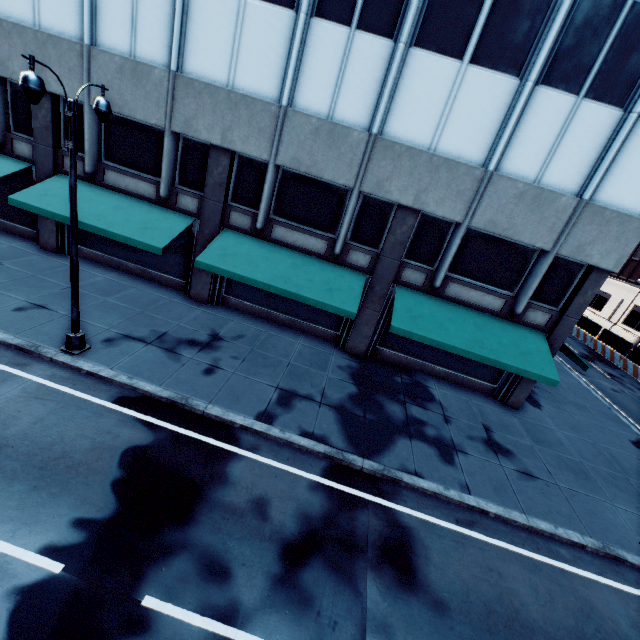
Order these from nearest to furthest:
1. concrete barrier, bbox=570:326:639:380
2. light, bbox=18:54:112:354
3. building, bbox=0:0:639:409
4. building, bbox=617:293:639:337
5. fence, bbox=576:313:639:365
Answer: light, bbox=18:54:112:354 → building, bbox=0:0:639:409 → concrete barrier, bbox=570:326:639:380 → fence, bbox=576:313:639:365 → building, bbox=617:293:639:337

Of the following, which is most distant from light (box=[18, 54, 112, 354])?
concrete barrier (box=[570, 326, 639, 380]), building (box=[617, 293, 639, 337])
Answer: building (box=[617, 293, 639, 337])

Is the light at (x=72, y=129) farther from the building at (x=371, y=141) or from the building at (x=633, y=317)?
the building at (x=633, y=317)

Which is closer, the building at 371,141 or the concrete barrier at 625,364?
the building at 371,141

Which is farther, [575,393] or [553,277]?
[575,393]

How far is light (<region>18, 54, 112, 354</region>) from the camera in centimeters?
658cm

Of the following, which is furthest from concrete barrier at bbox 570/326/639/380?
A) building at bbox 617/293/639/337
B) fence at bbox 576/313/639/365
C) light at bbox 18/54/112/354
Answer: light at bbox 18/54/112/354

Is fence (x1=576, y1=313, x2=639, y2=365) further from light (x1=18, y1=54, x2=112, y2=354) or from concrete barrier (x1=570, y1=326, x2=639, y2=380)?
light (x1=18, y1=54, x2=112, y2=354)
